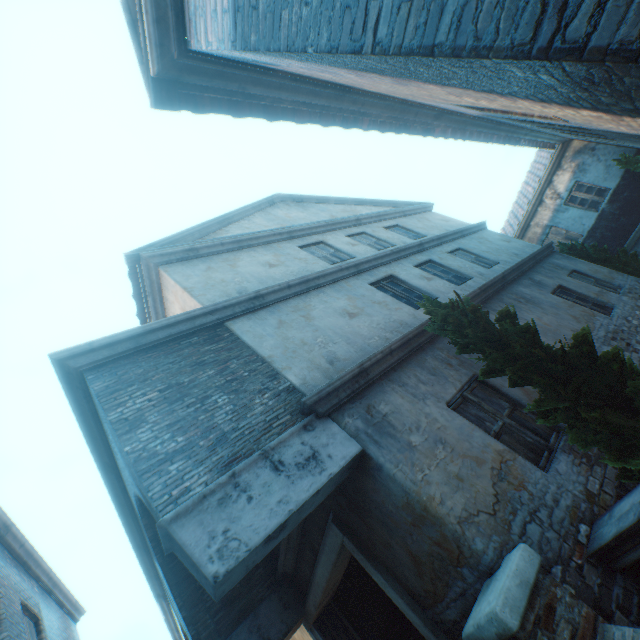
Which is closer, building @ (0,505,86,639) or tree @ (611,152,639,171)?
building @ (0,505,86,639)

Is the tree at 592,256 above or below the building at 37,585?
below

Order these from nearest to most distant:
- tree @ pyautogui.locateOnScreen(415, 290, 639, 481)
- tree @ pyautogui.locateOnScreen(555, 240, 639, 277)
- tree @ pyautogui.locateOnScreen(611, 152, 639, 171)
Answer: tree @ pyautogui.locateOnScreen(415, 290, 639, 481)
tree @ pyautogui.locateOnScreen(555, 240, 639, 277)
tree @ pyautogui.locateOnScreen(611, 152, 639, 171)

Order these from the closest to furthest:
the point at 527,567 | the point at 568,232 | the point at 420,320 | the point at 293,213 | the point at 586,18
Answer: the point at 586,18 → the point at 527,567 → the point at 420,320 → the point at 293,213 → the point at 568,232

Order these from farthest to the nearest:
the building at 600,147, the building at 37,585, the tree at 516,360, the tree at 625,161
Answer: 1. the tree at 625,161
2. the building at 37,585
3. the tree at 516,360
4. the building at 600,147

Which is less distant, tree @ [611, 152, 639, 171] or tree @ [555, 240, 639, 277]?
tree @ [555, 240, 639, 277]

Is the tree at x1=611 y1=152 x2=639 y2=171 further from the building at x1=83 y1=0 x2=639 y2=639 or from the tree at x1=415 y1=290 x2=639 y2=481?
the building at x1=83 y1=0 x2=639 y2=639
